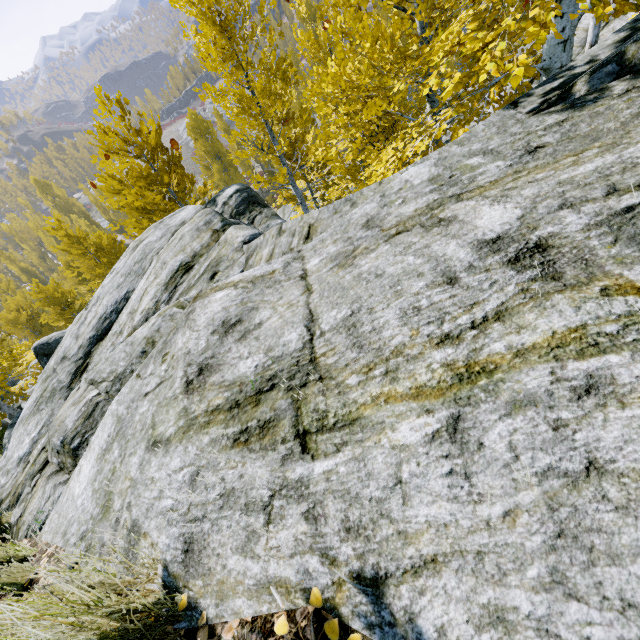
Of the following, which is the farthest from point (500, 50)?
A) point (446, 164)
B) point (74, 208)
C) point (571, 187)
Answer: point (74, 208)

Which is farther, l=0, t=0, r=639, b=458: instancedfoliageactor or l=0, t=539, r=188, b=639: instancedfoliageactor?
l=0, t=0, r=639, b=458: instancedfoliageactor

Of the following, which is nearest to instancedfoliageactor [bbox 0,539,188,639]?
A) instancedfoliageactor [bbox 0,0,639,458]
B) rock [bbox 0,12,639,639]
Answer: rock [bbox 0,12,639,639]

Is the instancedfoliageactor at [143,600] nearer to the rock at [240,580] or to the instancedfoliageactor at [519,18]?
the rock at [240,580]

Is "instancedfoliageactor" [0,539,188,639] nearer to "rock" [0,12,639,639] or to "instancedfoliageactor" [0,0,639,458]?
"rock" [0,12,639,639]

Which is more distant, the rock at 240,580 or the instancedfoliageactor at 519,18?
the instancedfoliageactor at 519,18
